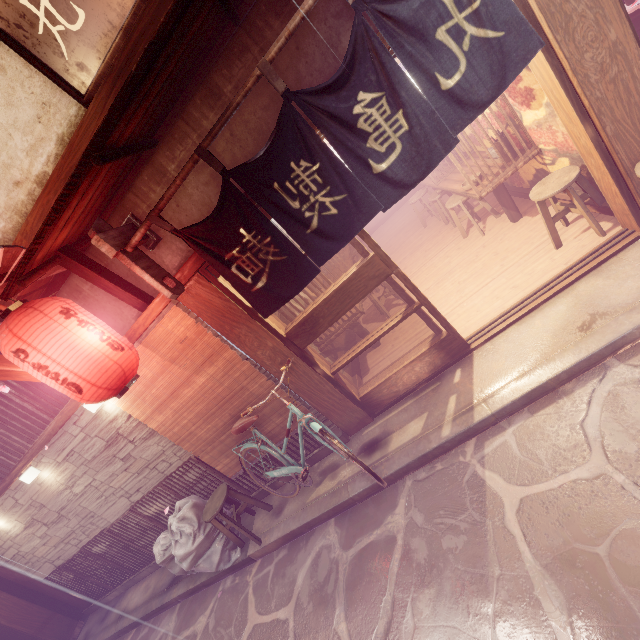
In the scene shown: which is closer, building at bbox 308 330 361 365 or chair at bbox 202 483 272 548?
chair at bbox 202 483 272 548

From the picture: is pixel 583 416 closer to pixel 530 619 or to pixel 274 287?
pixel 530 619

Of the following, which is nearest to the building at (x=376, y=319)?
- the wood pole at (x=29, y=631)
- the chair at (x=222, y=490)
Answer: the chair at (x=222, y=490)

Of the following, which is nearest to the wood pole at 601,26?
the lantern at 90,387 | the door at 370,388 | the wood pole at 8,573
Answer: the door at 370,388

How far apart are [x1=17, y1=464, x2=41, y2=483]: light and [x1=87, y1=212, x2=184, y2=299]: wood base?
7.5m

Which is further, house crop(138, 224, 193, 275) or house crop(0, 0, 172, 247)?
house crop(138, 224, 193, 275)

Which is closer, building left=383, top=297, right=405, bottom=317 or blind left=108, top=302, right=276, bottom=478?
blind left=108, top=302, right=276, bottom=478

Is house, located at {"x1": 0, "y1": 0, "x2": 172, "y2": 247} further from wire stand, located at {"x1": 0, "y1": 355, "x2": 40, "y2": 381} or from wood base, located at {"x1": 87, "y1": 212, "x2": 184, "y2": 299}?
wood base, located at {"x1": 87, "y1": 212, "x2": 184, "y2": 299}
